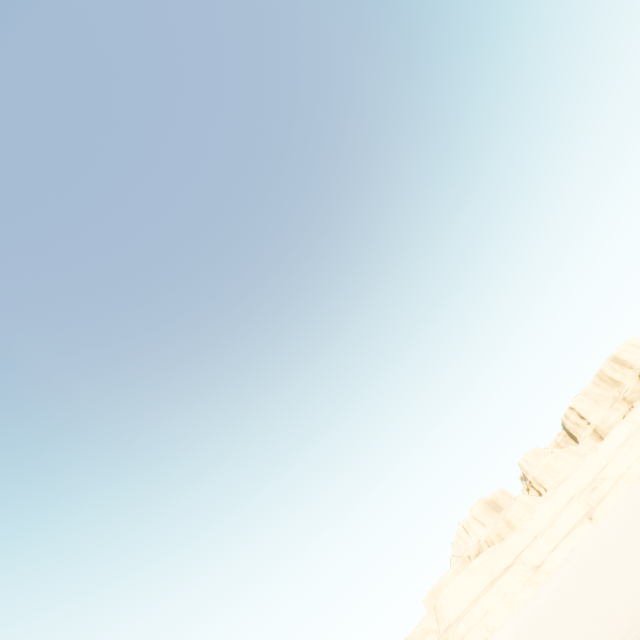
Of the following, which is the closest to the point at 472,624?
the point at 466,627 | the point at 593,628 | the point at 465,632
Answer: the point at 466,627
